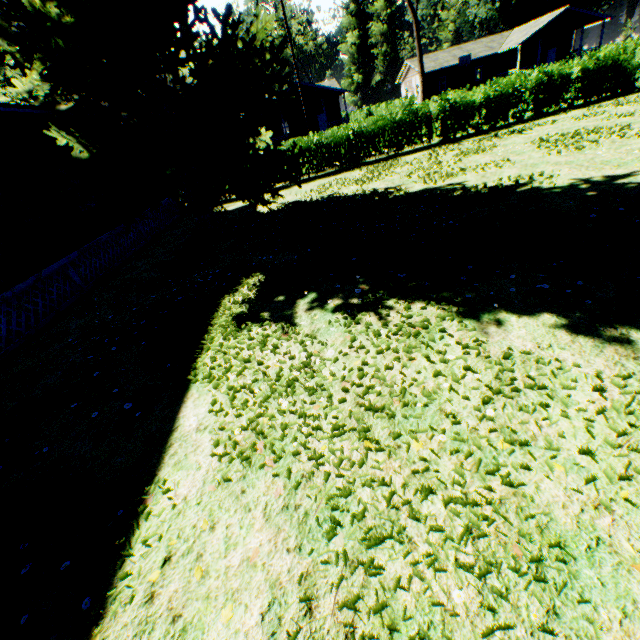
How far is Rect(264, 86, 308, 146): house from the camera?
36.7 meters

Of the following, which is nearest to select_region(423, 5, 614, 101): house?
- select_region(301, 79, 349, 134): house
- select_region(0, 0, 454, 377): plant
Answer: select_region(301, 79, 349, 134): house

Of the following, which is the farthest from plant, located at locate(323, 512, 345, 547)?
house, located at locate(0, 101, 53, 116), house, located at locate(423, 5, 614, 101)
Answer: house, located at locate(423, 5, 614, 101)

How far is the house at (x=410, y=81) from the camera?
45.50m

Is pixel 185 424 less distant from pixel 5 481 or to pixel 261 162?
pixel 5 481

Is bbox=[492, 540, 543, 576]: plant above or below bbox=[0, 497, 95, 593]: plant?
below

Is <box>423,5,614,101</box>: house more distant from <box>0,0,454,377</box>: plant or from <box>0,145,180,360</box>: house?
<box>0,145,180,360</box>: house

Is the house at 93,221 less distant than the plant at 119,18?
No
